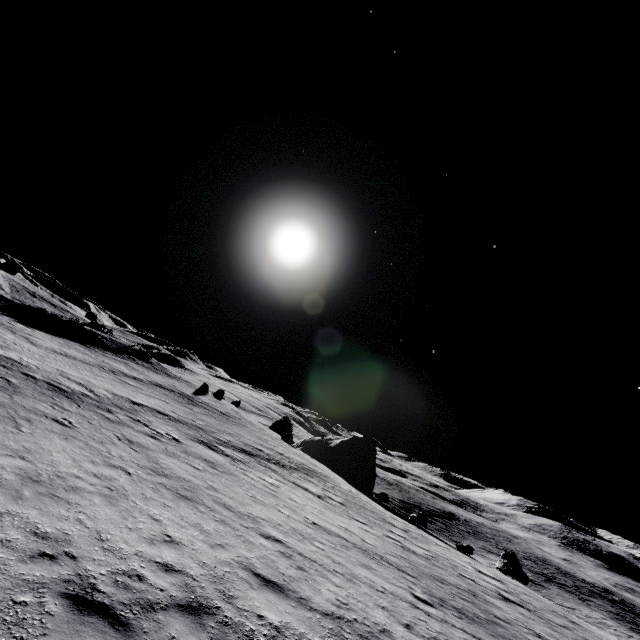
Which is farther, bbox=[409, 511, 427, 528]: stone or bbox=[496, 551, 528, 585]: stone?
bbox=[409, 511, 427, 528]: stone

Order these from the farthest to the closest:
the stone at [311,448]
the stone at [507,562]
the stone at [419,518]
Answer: the stone at [311,448], the stone at [419,518], the stone at [507,562]

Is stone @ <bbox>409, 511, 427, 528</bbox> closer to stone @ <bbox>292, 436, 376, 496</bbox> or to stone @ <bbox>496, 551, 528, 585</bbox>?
stone @ <bbox>292, 436, 376, 496</bbox>

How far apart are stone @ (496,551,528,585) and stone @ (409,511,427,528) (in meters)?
7.29

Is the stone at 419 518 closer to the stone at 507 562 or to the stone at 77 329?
the stone at 507 562

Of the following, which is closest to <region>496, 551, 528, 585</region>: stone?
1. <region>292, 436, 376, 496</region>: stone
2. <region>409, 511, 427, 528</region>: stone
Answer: <region>409, 511, 427, 528</region>: stone

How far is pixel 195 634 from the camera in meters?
5.4 m

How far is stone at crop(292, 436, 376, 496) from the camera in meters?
38.5
